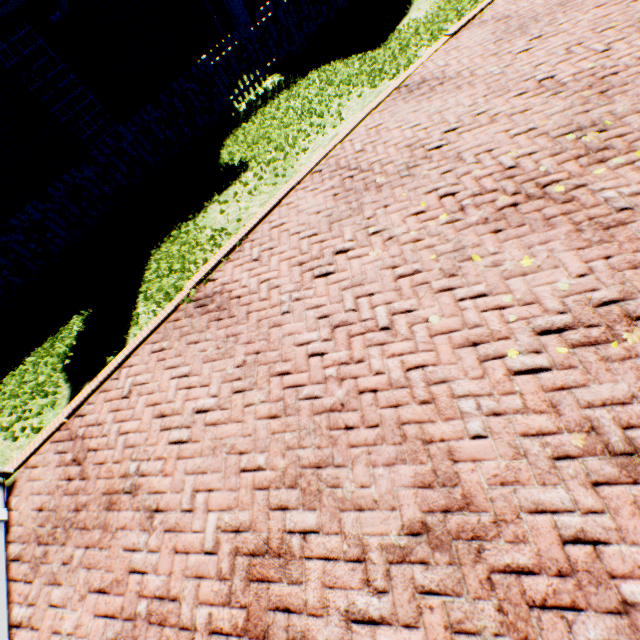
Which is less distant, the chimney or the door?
the chimney

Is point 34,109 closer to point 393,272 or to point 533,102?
point 393,272

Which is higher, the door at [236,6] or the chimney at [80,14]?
the chimney at [80,14]

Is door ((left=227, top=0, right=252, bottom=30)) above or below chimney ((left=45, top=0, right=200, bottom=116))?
below

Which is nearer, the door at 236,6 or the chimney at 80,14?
the chimney at 80,14
